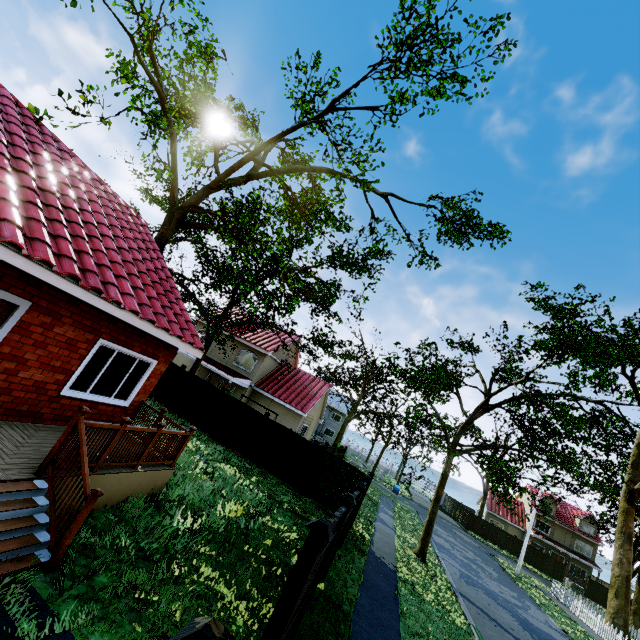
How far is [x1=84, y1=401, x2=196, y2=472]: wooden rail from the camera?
5.99m

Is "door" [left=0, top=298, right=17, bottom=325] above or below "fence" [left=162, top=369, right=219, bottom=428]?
above

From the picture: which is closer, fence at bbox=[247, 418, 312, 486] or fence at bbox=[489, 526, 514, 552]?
fence at bbox=[247, 418, 312, 486]

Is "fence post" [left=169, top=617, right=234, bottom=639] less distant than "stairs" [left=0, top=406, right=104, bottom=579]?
Yes

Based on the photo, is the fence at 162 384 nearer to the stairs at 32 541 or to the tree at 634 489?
the stairs at 32 541

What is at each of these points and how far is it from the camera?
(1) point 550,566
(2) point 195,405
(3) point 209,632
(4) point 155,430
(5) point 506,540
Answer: (1) fence, 39.4m
(2) fence, 18.0m
(3) fence post, 1.5m
(4) wooden rail, 7.2m
(5) fence, 41.2m

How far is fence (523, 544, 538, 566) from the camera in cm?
3988

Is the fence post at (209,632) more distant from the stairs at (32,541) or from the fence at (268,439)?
the stairs at (32,541)
